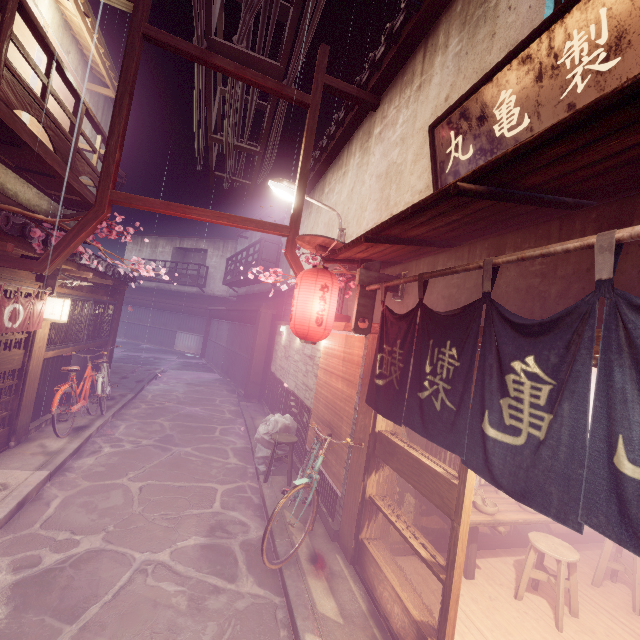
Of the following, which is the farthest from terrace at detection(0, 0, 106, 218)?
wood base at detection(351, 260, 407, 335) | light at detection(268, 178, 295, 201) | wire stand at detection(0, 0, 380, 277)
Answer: wood base at detection(351, 260, 407, 335)

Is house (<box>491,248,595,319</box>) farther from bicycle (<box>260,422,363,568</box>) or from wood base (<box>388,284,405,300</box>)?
bicycle (<box>260,422,363,568</box>)

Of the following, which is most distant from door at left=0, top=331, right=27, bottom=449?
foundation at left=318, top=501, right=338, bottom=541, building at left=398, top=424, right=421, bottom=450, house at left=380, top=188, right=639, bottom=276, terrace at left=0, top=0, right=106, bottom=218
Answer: building at left=398, top=424, right=421, bottom=450

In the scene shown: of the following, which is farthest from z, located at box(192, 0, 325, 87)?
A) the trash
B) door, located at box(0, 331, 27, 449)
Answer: the trash

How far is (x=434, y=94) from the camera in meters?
7.7

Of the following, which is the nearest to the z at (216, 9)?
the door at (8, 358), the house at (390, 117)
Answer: the house at (390, 117)

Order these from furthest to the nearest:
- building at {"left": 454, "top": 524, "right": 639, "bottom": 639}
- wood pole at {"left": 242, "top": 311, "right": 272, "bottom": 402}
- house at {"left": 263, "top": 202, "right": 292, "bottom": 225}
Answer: house at {"left": 263, "top": 202, "right": 292, "bottom": 225} → wood pole at {"left": 242, "top": 311, "right": 272, "bottom": 402} → building at {"left": 454, "top": 524, "right": 639, "bottom": 639}

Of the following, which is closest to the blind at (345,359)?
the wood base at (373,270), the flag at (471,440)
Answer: the wood base at (373,270)
